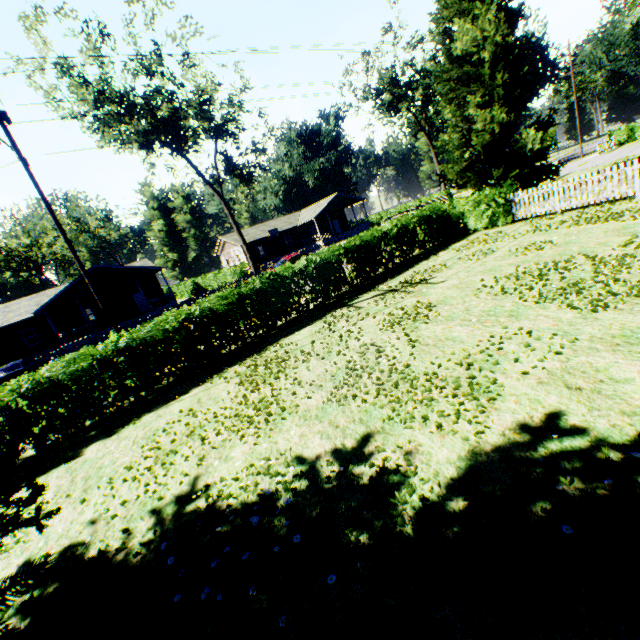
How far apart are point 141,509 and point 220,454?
1.3 meters

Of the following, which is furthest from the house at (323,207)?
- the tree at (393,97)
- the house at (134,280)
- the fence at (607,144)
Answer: the fence at (607,144)

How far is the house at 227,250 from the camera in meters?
45.9 m

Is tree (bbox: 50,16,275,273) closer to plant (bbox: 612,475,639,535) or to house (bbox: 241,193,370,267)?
house (bbox: 241,193,370,267)

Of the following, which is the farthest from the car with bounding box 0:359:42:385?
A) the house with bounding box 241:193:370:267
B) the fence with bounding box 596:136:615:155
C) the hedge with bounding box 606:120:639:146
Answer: the hedge with bounding box 606:120:639:146

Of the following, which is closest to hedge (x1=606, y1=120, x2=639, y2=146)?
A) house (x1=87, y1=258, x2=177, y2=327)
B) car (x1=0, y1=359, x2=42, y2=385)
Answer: house (x1=87, y1=258, x2=177, y2=327)

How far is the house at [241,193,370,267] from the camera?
47.1 meters

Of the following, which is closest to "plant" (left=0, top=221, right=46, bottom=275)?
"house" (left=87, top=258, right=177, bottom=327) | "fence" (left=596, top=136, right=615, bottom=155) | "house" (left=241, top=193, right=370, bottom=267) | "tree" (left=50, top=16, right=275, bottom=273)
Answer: "fence" (left=596, top=136, right=615, bottom=155)
